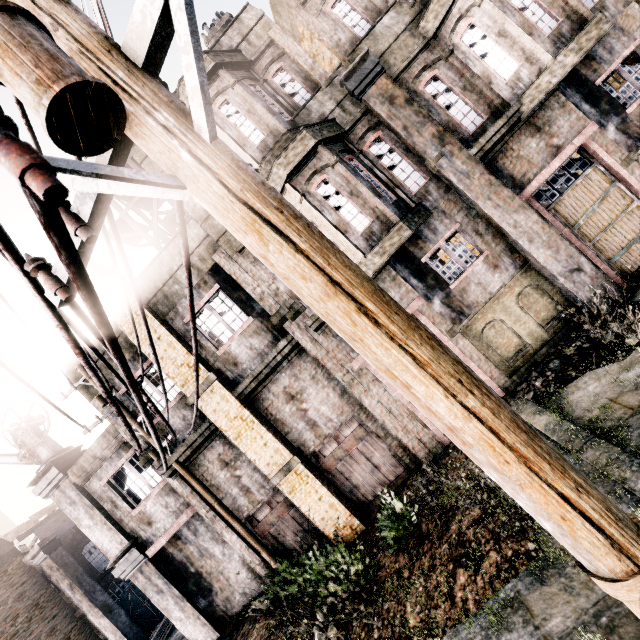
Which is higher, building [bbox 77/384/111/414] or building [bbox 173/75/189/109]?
building [bbox 173/75/189/109]

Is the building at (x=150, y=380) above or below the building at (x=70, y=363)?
below

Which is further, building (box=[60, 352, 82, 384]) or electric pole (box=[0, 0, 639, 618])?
building (box=[60, 352, 82, 384])

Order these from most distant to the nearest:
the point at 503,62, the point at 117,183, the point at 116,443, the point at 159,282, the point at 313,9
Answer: the point at 116,443 < the point at 159,282 < the point at 313,9 < the point at 503,62 < the point at 117,183

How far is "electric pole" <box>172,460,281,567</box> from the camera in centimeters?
1030cm

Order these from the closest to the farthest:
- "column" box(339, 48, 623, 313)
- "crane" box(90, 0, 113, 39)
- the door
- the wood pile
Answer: "column" box(339, 48, 623, 313)
"crane" box(90, 0, 113, 39)
the wood pile
the door

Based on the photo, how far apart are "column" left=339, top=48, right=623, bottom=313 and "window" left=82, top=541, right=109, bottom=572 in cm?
2765

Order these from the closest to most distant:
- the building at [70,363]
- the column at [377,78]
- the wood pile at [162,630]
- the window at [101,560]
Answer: the column at [377,78] < the building at [70,363] < the wood pile at [162,630] < the window at [101,560]
